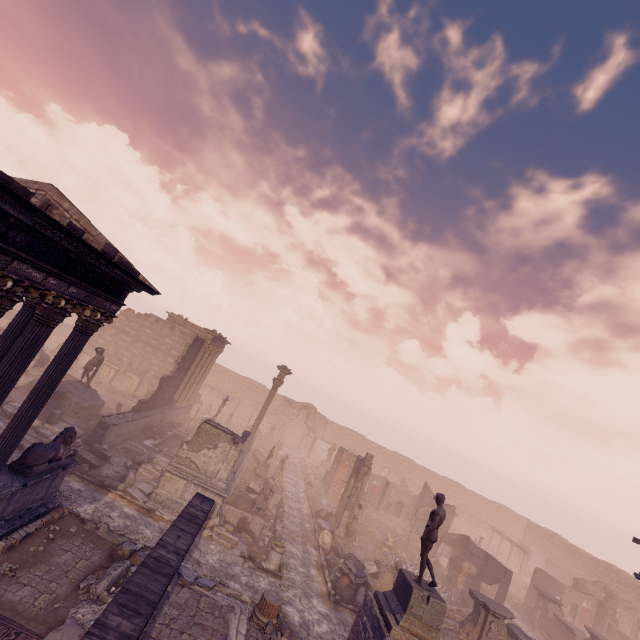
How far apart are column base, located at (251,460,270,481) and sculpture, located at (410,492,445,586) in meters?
14.3 m

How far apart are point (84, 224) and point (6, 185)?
6.2m

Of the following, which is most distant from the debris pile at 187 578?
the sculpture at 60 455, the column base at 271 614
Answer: the sculpture at 60 455

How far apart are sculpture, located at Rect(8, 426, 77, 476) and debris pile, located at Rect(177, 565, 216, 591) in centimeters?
309cm

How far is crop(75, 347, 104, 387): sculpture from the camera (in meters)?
17.83

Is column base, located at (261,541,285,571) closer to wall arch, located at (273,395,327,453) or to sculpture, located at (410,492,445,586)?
sculpture, located at (410,492,445,586)

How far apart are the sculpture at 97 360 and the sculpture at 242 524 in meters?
11.0 m

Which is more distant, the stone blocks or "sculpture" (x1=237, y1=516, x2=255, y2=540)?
"sculpture" (x1=237, y1=516, x2=255, y2=540)
